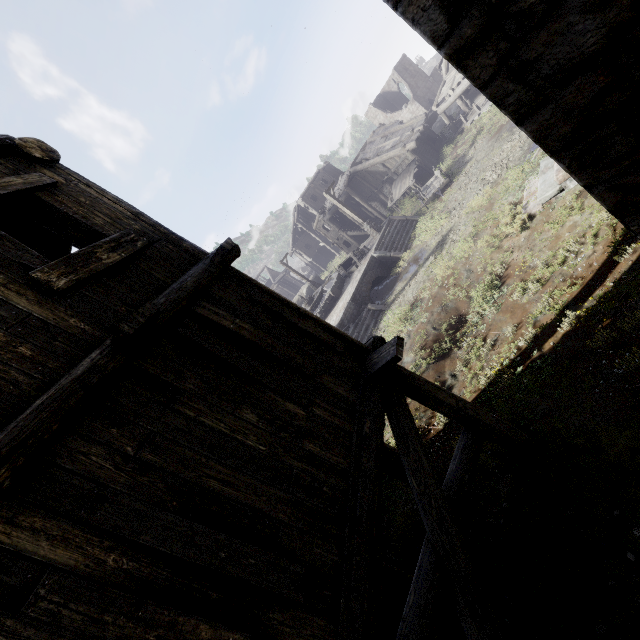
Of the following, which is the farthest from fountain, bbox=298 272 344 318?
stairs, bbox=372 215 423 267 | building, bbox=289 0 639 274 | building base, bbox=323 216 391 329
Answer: building, bbox=289 0 639 274

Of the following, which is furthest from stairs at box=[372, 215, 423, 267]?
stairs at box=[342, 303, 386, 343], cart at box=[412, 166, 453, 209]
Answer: stairs at box=[342, 303, 386, 343]

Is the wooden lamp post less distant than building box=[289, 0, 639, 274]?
No

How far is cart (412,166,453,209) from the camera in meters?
20.2 m

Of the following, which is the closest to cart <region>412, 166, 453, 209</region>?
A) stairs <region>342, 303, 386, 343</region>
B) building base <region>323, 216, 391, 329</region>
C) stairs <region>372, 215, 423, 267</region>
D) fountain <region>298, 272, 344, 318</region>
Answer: stairs <region>372, 215, 423, 267</region>

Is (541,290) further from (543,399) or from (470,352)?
(543,399)

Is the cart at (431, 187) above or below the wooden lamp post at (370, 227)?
below

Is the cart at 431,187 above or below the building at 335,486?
below
